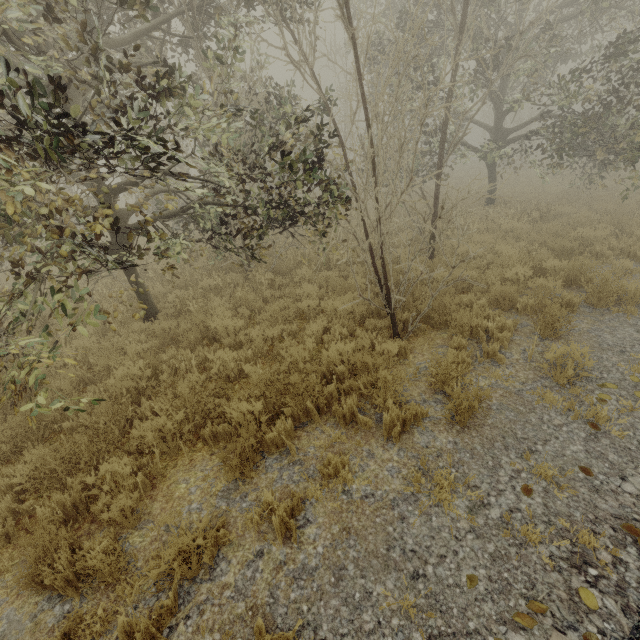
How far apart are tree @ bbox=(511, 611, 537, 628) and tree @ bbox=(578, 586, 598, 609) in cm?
31

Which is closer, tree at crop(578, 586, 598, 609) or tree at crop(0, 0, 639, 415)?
tree at crop(578, 586, 598, 609)

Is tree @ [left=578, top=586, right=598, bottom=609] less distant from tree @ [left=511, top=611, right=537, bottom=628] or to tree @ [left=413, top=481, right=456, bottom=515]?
tree @ [left=511, top=611, right=537, bottom=628]

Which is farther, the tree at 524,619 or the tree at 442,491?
the tree at 442,491

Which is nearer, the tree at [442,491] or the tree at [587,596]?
the tree at [587,596]

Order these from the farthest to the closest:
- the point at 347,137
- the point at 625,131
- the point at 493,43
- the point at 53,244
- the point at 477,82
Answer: the point at 477,82 → the point at 625,131 → the point at 493,43 → the point at 347,137 → the point at 53,244
